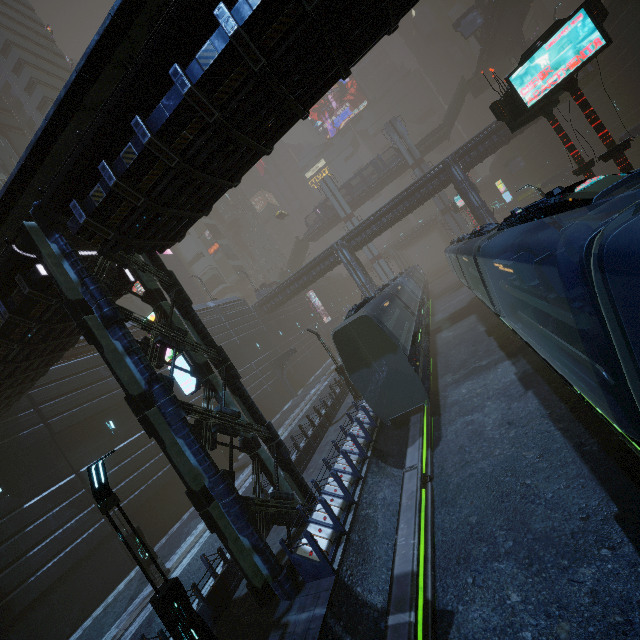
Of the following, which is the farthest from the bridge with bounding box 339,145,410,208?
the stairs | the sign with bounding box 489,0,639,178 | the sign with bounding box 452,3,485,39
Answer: the sign with bounding box 489,0,639,178

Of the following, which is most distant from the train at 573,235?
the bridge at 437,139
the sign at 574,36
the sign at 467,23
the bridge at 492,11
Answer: the bridge at 437,139

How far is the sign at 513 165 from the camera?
49.3m

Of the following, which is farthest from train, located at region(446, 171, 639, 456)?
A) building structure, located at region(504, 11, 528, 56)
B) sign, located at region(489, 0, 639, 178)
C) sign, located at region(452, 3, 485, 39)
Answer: building structure, located at region(504, 11, 528, 56)

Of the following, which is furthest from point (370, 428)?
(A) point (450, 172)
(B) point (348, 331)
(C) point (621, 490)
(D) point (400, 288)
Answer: (A) point (450, 172)

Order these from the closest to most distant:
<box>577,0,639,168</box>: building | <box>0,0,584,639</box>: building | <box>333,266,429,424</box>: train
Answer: <box>0,0,584,639</box>: building, <box>333,266,429,424</box>: train, <box>577,0,639,168</box>: building

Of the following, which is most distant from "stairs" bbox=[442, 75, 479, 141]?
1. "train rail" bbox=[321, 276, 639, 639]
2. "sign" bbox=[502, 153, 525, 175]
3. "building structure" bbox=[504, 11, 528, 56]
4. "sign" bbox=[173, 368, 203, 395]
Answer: "sign" bbox=[173, 368, 203, 395]

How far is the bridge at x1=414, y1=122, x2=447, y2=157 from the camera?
51.81m
